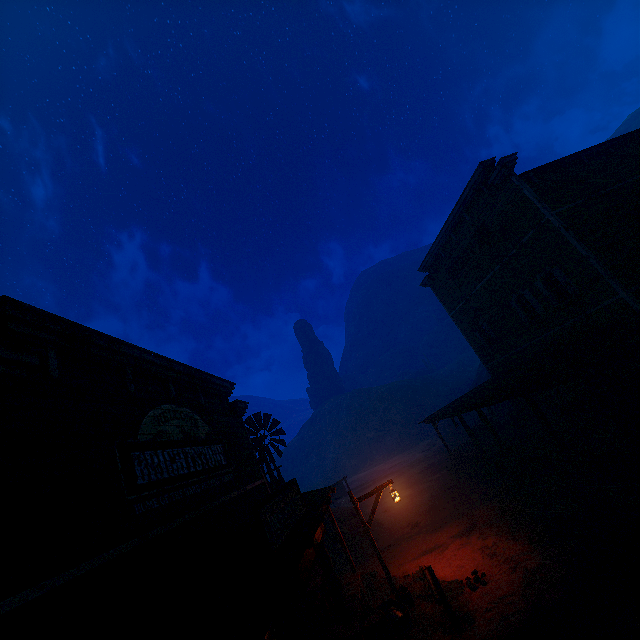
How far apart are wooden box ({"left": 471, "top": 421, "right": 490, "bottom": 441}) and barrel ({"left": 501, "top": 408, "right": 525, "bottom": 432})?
1.2 meters

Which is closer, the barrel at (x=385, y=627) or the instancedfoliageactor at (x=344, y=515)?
the barrel at (x=385, y=627)

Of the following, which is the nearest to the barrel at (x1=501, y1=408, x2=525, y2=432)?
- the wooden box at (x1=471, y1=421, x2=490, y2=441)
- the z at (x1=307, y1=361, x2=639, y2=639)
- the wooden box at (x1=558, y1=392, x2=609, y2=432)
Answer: the wooden box at (x1=471, y1=421, x2=490, y2=441)

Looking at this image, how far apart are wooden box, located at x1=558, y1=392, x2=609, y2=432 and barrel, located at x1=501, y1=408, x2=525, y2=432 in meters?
5.2 m

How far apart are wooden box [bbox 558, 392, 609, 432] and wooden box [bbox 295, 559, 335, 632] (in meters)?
11.43

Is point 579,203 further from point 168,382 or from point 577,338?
point 168,382

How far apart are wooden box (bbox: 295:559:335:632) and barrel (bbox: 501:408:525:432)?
14.8m

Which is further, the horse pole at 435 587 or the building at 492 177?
the building at 492 177
